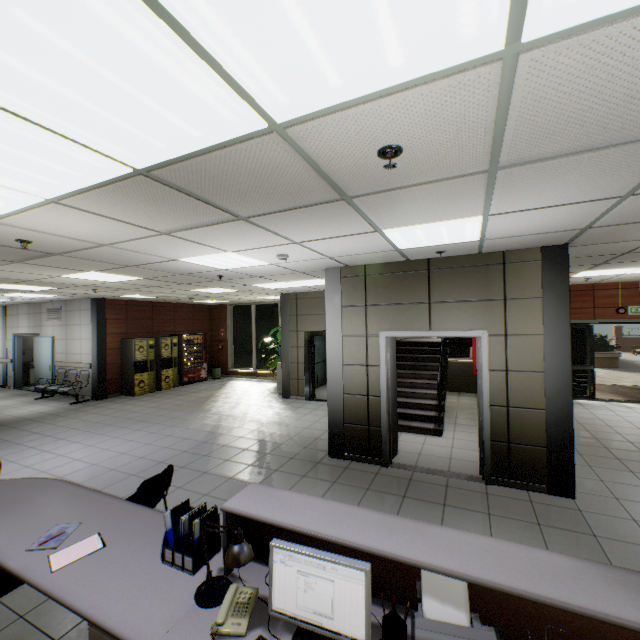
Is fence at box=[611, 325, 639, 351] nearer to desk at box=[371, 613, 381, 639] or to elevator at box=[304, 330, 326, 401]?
elevator at box=[304, 330, 326, 401]

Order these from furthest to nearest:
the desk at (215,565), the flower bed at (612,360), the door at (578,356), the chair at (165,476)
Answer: the flower bed at (612,360) < the door at (578,356) < the chair at (165,476) < the desk at (215,565)

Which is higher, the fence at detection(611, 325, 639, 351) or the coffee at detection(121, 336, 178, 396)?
the coffee at detection(121, 336, 178, 396)

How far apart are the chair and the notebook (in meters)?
0.62

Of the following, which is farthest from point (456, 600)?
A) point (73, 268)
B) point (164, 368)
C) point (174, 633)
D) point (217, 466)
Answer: point (164, 368)

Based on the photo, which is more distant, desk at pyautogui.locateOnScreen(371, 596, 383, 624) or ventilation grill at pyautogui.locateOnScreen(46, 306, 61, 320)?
ventilation grill at pyautogui.locateOnScreen(46, 306, 61, 320)

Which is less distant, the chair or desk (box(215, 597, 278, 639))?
desk (box(215, 597, 278, 639))

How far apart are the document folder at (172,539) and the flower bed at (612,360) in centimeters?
2340cm
